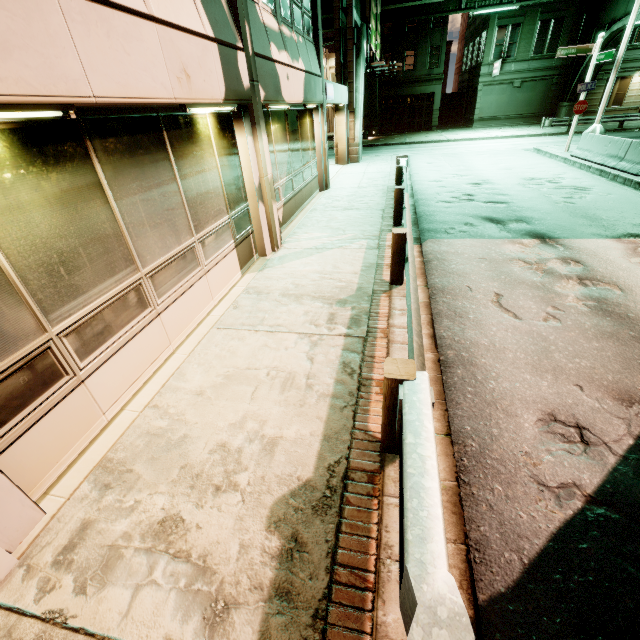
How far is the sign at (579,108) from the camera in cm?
1434

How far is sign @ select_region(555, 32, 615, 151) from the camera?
14.3m

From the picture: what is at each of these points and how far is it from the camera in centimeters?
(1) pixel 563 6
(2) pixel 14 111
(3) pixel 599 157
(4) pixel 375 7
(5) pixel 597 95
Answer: (1) building, 2817cm
(2) fluorescent light, 244cm
(3) barrier, 1372cm
(4) sign, 2009cm
(5) building, 3086cm

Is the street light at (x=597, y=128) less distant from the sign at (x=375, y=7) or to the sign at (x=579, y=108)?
the sign at (x=579, y=108)

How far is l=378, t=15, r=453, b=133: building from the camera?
31.6m

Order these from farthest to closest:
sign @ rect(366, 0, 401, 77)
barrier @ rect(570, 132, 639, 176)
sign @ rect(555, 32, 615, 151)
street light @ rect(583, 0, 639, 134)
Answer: sign @ rect(366, 0, 401, 77) → sign @ rect(555, 32, 615, 151) → street light @ rect(583, 0, 639, 134) → barrier @ rect(570, 132, 639, 176)

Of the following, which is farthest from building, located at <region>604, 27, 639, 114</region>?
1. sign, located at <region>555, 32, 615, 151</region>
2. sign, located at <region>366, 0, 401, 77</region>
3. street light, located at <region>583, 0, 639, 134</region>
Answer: street light, located at <region>583, 0, 639, 134</region>

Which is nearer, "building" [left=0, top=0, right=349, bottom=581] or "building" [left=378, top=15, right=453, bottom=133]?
"building" [left=0, top=0, right=349, bottom=581]
